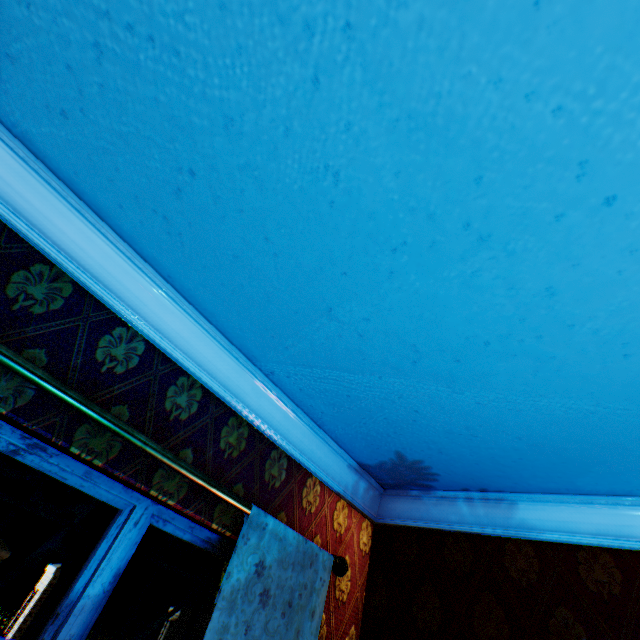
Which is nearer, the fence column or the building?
the building

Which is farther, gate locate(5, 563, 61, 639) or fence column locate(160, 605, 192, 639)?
fence column locate(160, 605, 192, 639)

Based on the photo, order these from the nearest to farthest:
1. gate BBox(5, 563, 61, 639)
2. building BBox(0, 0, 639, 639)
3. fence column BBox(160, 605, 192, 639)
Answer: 1. building BBox(0, 0, 639, 639)
2. gate BBox(5, 563, 61, 639)
3. fence column BBox(160, 605, 192, 639)

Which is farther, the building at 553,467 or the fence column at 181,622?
the fence column at 181,622

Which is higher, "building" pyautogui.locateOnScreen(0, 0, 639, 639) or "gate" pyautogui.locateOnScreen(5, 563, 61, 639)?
"building" pyautogui.locateOnScreen(0, 0, 639, 639)

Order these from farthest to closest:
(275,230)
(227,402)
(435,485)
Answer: (435,485) < (227,402) < (275,230)

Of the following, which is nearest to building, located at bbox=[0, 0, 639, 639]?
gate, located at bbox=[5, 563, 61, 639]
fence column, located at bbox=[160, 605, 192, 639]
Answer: gate, located at bbox=[5, 563, 61, 639]

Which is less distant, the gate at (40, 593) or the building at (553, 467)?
the building at (553, 467)
